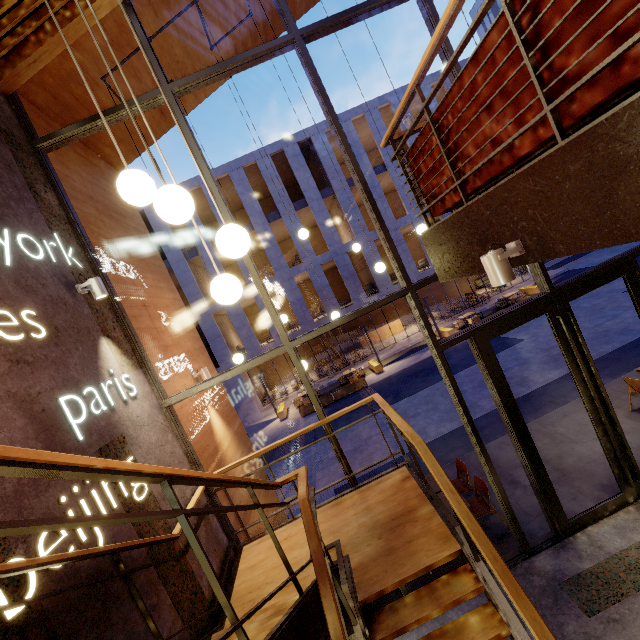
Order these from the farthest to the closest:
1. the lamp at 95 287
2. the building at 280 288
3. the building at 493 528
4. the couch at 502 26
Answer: the building at 280 288 < the building at 493 528 < the lamp at 95 287 < the couch at 502 26

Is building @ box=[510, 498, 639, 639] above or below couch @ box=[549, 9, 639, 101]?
below

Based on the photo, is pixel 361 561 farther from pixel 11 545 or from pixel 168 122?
pixel 168 122

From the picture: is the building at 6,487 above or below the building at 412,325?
above

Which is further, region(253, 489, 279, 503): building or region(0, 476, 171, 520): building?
region(253, 489, 279, 503): building

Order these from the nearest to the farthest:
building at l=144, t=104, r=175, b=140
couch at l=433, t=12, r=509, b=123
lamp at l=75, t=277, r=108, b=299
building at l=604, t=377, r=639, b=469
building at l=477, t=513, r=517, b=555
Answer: couch at l=433, t=12, r=509, b=123 < lamp at l=75, t=277, r=108, b=299 < building at l=477, t=513, r=517, b=555 < building at l=604, t=377, r=639, b=469 < building at l=144, t=104, r=175, b=140

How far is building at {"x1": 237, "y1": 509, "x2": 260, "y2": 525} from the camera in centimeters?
542cm
